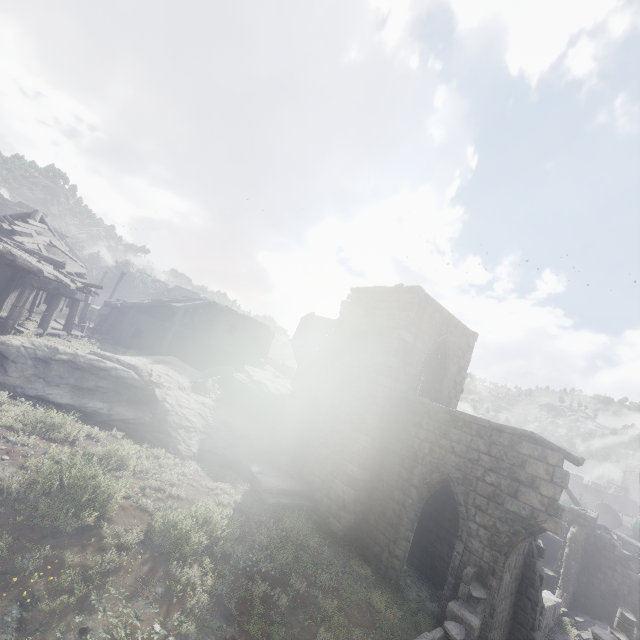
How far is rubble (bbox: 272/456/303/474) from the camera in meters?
14.9

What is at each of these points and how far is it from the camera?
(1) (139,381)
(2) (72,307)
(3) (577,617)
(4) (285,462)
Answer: (1) rock, 13.6 meters
(2) building, 17.9 meters
(3) rubble, 16.8 meters
(4) rubble, 15.5 meters

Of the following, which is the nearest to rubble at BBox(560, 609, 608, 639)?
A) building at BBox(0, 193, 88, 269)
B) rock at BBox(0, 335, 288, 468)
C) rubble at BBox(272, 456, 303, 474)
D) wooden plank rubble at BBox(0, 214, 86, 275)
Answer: building at BBox(0, 193, 88, 269)

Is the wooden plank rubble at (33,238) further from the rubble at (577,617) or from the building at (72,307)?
the rubble at (577,617)

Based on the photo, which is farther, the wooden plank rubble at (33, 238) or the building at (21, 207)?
the building at (21, 207)

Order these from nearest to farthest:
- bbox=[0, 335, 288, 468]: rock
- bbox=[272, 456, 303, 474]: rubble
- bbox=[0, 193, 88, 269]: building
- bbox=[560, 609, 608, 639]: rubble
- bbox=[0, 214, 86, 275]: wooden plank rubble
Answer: bbox=[0, 335, 288, 468]: rock < bbox=[272, 456, 303, 474]: rubble < bbox=[560, 609, 608, 639]: rubble < bbox=[0, 214, 86, 275]: wooden plank rubble < bbox=[0, 193, 88, 269]: building

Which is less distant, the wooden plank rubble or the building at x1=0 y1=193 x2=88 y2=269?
the wooden plank rubble

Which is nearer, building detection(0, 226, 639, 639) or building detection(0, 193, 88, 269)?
building detection(0, 226, 639, 639)
